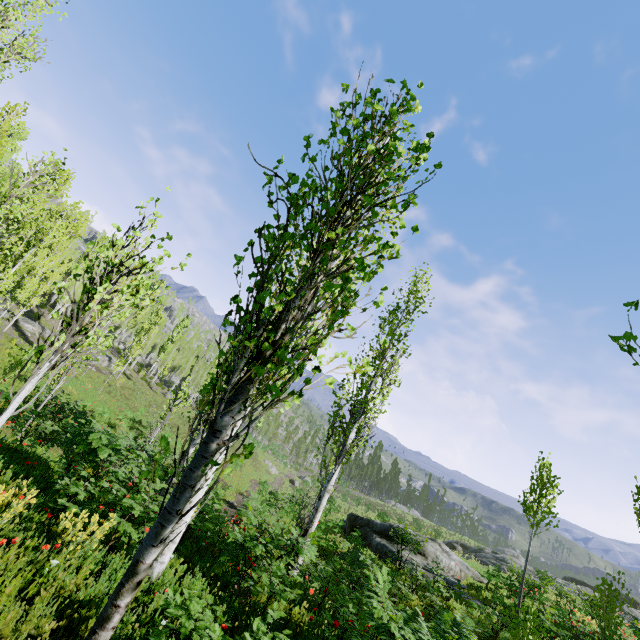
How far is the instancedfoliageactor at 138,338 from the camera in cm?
3641

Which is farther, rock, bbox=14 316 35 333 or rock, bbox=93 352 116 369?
rock, bbox=93 352 116 369

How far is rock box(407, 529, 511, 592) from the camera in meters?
15.2

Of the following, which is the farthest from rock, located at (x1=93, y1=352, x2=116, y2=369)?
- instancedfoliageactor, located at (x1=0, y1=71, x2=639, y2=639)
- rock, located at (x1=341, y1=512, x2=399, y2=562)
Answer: rock, located at (x1=341, y1=512, x2=399, y2=562)

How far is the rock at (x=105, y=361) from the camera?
35.50m

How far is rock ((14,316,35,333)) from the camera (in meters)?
29.91

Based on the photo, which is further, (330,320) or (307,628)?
(307,628)

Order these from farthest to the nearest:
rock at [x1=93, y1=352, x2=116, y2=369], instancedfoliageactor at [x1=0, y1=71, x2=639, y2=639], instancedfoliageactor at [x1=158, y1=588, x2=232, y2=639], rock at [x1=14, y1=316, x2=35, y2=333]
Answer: rock at [x1=93, y1=352, x2=116, y2=369] < rock at [x1=14, y1=316, x2=35, y2=333] < instancedfoliageactor at [x1=158, y1=588, x2=232, y2=639] < instancedfoliageactor at [x1=0, y1=71, x2=639, y2=639]
